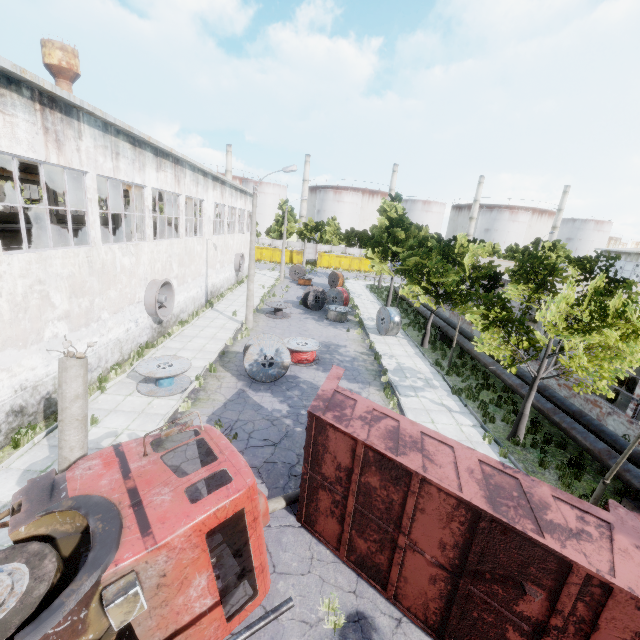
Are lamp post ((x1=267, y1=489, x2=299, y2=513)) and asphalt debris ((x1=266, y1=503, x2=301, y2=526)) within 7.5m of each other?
yes

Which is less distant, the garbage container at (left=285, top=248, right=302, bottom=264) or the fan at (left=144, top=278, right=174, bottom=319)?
the fan at (left=144, top=278, right=174, bottom=319)

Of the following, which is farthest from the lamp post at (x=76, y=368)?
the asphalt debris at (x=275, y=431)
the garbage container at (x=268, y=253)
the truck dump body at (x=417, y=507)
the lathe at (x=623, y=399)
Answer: the garbage container at (x=268, y=253)

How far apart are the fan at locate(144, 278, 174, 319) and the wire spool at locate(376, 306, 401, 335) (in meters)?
13.54

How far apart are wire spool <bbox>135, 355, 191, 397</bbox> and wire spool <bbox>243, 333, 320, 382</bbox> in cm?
230

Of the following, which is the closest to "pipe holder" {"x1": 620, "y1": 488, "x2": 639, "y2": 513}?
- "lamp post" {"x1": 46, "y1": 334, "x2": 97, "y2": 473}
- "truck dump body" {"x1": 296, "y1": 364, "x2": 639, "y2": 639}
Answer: "truck dump body" {"x1": 296, "y1": 364, "x2": 639, "y2": 639}

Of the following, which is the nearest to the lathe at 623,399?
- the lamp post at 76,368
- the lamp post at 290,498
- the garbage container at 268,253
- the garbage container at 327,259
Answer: the lamp post at 290,498

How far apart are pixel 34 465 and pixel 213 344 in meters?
10.0
